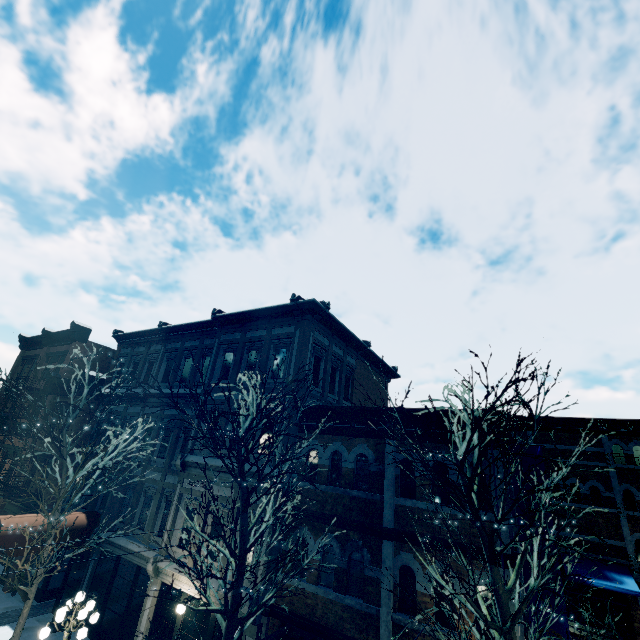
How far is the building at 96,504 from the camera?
16.5m

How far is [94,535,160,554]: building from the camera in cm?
1374

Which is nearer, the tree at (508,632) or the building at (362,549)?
the tree at (508,632)

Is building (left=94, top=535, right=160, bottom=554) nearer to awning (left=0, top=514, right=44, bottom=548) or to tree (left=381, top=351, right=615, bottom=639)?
awning (left=0, top=514, right=44, bottom=548)

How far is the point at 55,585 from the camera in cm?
1636
